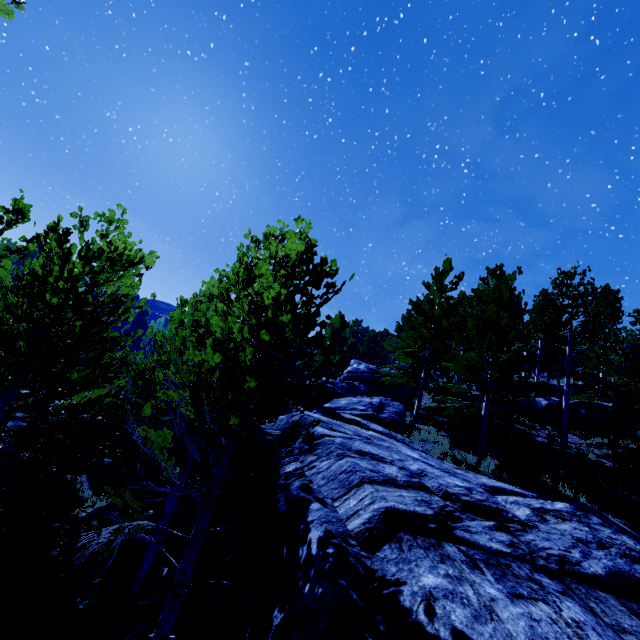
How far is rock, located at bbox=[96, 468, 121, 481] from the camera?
15.2 meters

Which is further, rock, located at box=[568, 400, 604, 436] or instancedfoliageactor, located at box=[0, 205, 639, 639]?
rock, located at box=[568, 400, 604, 436]

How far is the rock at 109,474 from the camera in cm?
1524

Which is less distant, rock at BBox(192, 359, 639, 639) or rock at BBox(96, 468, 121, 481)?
rock at BBox(192, 359, 639, 639)

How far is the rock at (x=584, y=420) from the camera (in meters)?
17.81

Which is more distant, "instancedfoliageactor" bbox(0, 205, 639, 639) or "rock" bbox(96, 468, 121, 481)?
"rock" bbox(96, 468, 121, 481)

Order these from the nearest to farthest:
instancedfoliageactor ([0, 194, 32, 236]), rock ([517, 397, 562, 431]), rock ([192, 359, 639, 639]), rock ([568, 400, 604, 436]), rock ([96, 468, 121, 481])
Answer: rock ([192, 359, 639, 639]) → instancedfoliageactor ([0, 194, 32, 236]) → rock ([96, 468, 121, 481]) → rock ([568, 400, 604, 436]) → rock ([517, 397, 562, 431])

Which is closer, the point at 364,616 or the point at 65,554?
the point at 364,616
